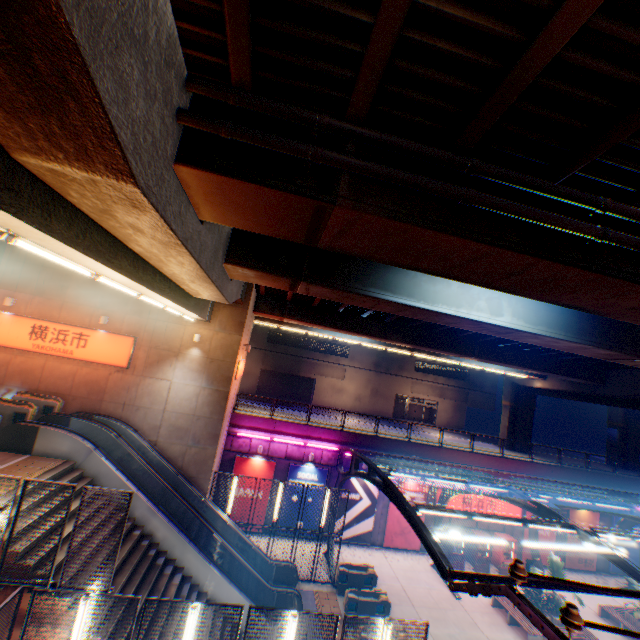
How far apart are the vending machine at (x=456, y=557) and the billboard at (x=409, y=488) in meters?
1.6 m

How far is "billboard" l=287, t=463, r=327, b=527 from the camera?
21.00m

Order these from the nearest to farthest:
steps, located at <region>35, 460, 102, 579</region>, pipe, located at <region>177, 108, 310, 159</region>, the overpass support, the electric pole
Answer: the electric pole < the overpass support < pipe, located at <region>177, 108, 310, 159</region> < steps, located at <region>35, 460, 102, 579</region>

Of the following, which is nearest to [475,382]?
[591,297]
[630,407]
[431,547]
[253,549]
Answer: [630,407]

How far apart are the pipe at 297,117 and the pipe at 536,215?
0.28m

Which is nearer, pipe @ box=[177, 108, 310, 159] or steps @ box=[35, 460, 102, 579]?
pipe @ box=[177, 108, 310, 159]

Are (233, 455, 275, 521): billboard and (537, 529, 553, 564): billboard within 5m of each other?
no

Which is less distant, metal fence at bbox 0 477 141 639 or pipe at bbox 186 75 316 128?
pipe at bbox 186 75 316 128
